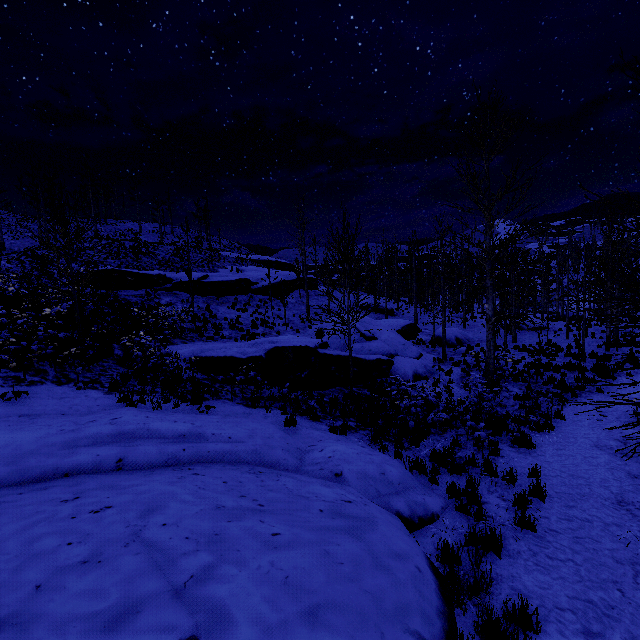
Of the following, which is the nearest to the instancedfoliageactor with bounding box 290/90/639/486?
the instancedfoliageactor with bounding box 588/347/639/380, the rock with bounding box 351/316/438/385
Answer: the instancedfoliageactor with bounding box 588/347/639/380

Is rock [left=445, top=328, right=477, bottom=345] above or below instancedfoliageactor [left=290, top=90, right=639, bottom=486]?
below

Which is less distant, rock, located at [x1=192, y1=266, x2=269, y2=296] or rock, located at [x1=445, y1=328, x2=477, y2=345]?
rock, located at [x1=445, y1=328, x2=477, y2=345]

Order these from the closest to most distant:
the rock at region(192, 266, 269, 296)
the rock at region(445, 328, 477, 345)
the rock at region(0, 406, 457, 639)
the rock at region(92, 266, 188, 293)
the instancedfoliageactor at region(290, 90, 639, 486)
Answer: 1. the rock at region(0, 406, 457, 639)
2. the instancedfoliageactor at region(290, 90, 639, 486)
3. the rock at region(92, 266, 188, 293)
4. the rock at region(445, 328, 477, 345)
5. the rock at region(192, 266, 269, 296)

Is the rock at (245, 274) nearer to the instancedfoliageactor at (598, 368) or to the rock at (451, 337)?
the rock at (451, 337)

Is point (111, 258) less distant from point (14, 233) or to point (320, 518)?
point (14, 233)

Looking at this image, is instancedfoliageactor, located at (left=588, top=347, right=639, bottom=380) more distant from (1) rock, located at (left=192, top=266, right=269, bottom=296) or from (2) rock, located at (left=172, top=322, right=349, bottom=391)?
(1) rock, located at (left=192, top=266, right=269, bottom=296)

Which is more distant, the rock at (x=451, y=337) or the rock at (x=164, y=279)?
the rock at (x=451, y=337)
